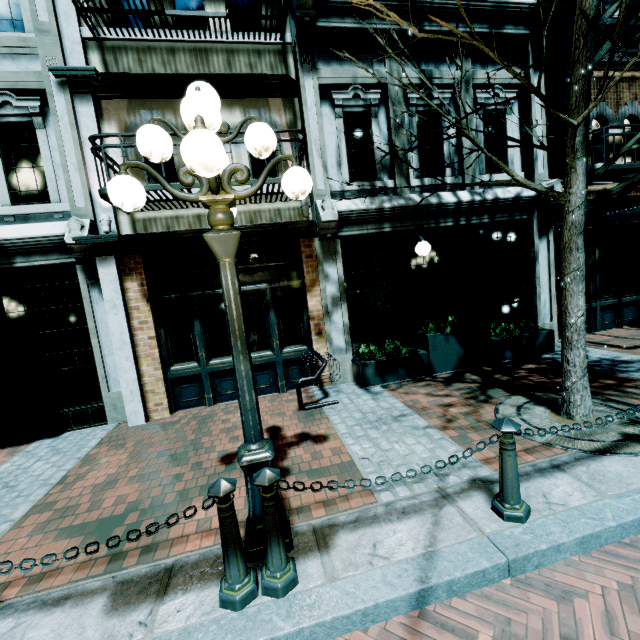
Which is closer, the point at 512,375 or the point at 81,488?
the point at 81,488

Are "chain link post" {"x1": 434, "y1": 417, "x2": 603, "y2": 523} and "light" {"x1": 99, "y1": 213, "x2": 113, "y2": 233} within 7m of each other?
yes

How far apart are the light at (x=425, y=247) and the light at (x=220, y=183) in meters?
4.5 m

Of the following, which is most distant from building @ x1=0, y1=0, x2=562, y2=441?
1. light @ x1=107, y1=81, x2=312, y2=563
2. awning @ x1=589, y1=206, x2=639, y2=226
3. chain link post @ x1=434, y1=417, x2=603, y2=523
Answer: chain link post @ x1=434, y1=417, x2=603, y2=523

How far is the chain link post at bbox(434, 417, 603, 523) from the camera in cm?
259

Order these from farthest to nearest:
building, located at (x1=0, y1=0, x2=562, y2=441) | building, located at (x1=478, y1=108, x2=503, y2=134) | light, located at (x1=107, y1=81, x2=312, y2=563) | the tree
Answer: building, located at (x1=478, y1=108, x2=503, y2=134)
building, located at (x1=0, y1=0, x2=562, y2=441)
the tree
light, located at (x1=107, y1=81, x2=312, y2=563)

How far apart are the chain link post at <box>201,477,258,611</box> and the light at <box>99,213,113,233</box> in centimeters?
528cm

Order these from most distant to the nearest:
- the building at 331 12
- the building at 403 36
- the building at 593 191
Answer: the building at 593 191
the building at 403 36
the building at 331 12
